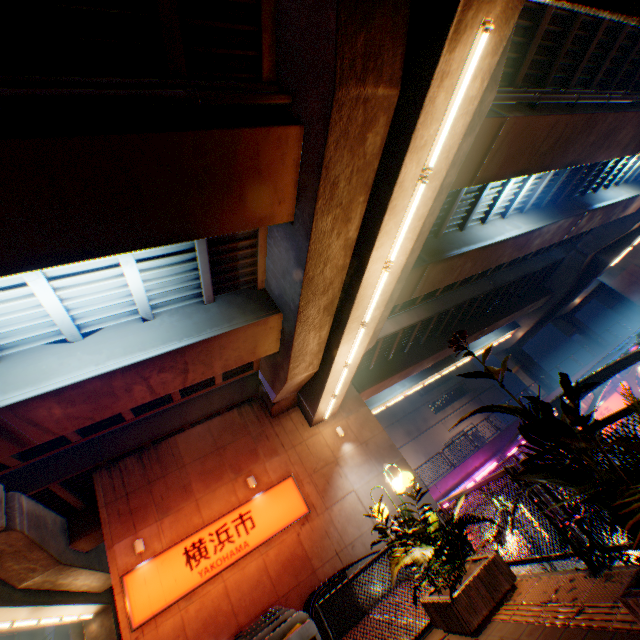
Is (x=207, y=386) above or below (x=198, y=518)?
above

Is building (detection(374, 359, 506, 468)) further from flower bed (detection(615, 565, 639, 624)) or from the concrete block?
flower bed (detection(615, 565, 639, 624))

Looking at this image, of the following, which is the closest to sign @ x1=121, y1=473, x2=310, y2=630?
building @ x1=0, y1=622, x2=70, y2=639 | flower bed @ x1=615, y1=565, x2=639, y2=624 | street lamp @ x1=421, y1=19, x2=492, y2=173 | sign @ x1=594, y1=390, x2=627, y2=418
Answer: street lamp @ x1=421, y1=19, x2=492, y2=173

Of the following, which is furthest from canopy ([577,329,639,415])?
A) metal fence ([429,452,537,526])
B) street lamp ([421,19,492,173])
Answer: street lamp ([421,19,492,173])

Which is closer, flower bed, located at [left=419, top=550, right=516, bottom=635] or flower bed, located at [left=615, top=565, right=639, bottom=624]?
flower bed, located at [left=615, top=565, right=639, bottom=624]

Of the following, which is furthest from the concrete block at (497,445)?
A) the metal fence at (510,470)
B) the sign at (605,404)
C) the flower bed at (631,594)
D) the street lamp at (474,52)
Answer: the flower bed at (631,594)

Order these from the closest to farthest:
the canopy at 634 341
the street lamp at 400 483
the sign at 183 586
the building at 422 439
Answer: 1. the street lamp at 400 483
2. the sign at 183 586
3. the canopy at 634 341
4. the building at 422 439

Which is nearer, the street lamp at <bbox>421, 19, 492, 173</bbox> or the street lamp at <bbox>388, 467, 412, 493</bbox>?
the street lamp at <bbox>421, 19, 492, 173</bbox>
